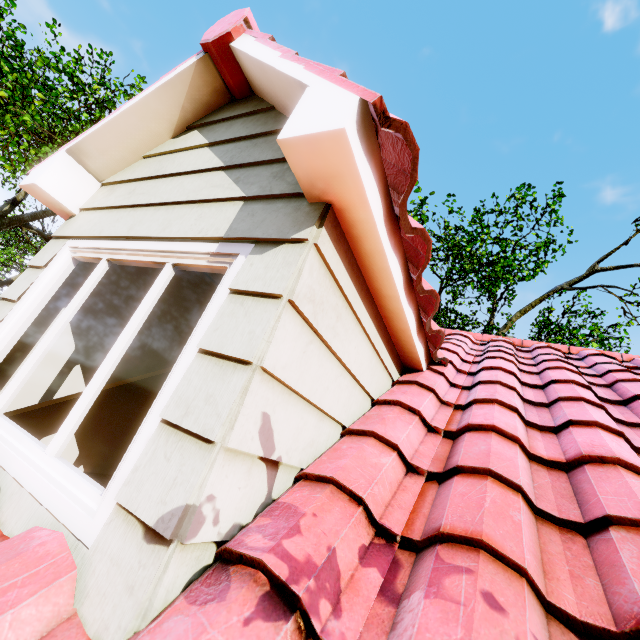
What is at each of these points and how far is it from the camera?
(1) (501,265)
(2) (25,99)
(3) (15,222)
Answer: (1) tree, 14.0 meters
(2) tree, 6.4 meters
(3) tree, 7.7 meters

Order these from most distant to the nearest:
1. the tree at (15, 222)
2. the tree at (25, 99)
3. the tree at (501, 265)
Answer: the tree at (501, 265) < the tree at (15, 222) < the tree at (25, 99)

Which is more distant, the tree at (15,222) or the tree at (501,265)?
the tree at (501,265)

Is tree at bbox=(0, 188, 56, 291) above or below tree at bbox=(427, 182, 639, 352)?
below

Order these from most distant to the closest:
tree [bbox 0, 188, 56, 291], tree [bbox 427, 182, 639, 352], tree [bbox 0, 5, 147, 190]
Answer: tree [bbox 427, 182, 639, 352] < tree [bbox 0, 188, 56, 291] < tree [bbox 0, 5, 147, 190]

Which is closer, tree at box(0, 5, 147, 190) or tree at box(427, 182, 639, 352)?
tree at box(0, 5, 147, 190)
